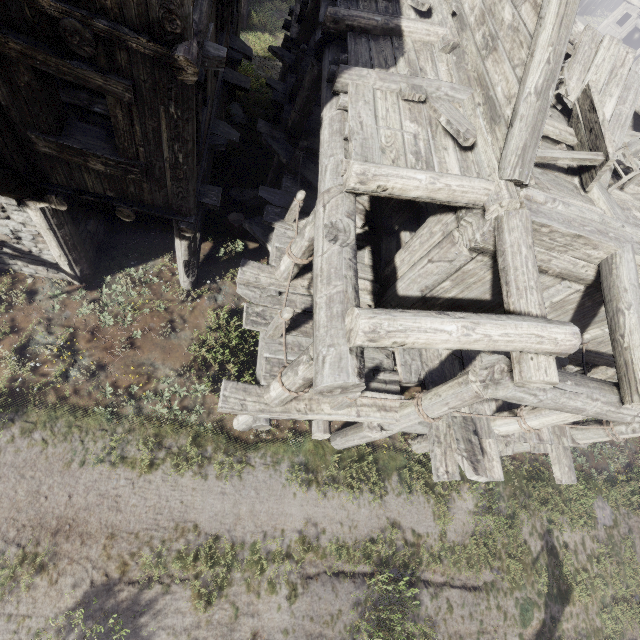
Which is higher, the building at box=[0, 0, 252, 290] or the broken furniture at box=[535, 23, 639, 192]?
the broken furniture at box=[535, 23, 639, 192]

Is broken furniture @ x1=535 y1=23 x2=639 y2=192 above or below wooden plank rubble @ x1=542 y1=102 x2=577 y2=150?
above

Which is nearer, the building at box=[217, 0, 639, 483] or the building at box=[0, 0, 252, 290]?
the building at box=[0, 0, 252, 290]

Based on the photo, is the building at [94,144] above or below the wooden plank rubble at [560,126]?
below

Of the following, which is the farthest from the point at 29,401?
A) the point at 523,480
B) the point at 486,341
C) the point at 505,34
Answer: the point at 523,480

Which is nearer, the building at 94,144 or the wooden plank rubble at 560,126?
the building at 94,144

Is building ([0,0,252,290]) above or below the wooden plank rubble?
below

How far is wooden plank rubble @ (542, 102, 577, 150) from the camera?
5.8 meters
